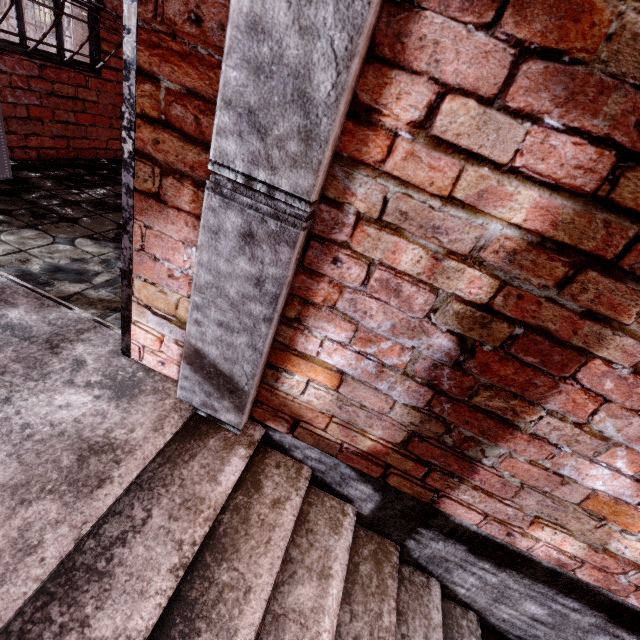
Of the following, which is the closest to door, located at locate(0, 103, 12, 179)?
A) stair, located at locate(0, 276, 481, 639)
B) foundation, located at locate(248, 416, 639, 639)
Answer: stair, located at locate(0, 276, 481, 639)

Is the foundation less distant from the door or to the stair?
the stair

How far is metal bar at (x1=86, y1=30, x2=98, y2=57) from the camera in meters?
3.1

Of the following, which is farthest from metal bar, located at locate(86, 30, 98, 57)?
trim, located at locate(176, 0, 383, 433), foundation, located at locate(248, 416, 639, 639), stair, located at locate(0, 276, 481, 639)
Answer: foundation, located at locate(248, 416, 639, 639)

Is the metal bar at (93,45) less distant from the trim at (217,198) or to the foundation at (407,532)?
the trim at (217,198)

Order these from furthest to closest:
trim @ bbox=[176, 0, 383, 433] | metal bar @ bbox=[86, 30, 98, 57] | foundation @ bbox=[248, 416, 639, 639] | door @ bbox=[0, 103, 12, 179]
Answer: metal bar @ bbox=[86, 30, 98, 57]
door @ bbox=[0, 103, 12, 179]
foundation @ bbox=[248, 416, 639, 639]
trim @ bbox=[176, 0, 383, 433]

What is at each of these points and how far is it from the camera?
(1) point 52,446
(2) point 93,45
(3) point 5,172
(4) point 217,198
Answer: (1) stair, 1.1m
(2) metal bar, 3.1m
(3) door, 2.5m
(4) trim, 1.0m

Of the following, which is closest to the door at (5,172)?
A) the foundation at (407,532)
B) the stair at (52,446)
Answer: the stair at (52,446)
